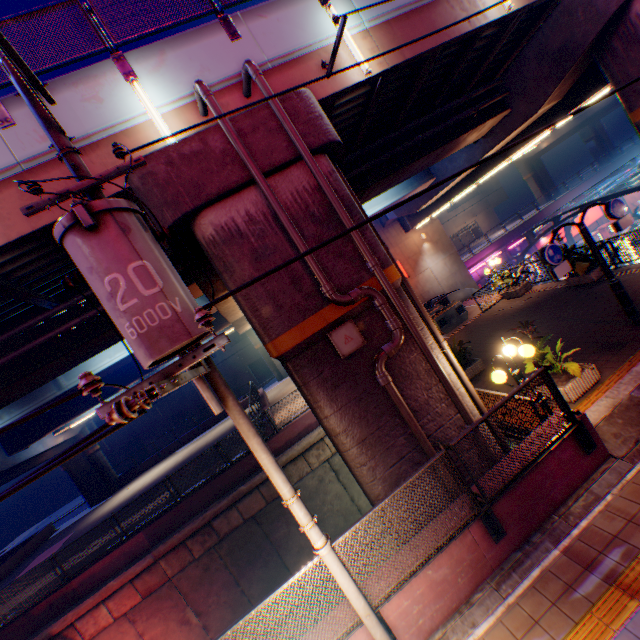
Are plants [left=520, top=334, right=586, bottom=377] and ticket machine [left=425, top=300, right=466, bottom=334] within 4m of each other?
no

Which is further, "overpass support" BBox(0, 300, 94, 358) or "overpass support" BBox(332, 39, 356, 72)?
"overpass support" BBox(0, 300, 94, 358)

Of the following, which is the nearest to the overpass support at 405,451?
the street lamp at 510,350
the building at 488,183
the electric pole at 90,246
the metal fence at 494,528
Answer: the metal fence at 494,528

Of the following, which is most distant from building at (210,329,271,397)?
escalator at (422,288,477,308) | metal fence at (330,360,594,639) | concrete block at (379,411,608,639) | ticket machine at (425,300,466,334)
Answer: concrete block at (379,411,608,639)

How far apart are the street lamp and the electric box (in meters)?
2.80

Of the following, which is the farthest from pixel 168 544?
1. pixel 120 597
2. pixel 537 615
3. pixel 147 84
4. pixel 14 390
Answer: pixel 147 84

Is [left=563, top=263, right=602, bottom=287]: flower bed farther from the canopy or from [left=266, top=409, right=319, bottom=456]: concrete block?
the canopy

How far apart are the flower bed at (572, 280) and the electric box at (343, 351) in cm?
1150
